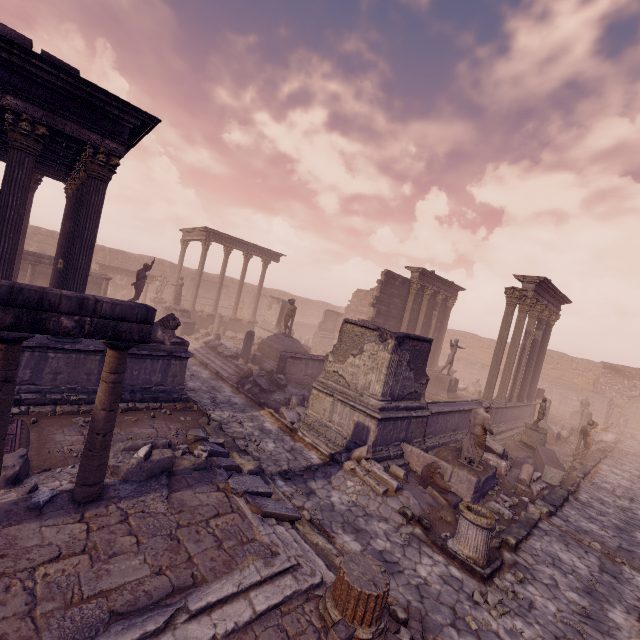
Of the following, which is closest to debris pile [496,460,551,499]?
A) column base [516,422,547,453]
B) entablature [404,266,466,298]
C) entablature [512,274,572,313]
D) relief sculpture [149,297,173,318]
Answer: relief sculpture [149,297,173,318]

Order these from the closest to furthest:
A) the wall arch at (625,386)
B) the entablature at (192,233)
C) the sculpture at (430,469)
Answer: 1. the sculpture at (430,469)
2. the entablature at (192,233)
3. the wall arch at (625,386)

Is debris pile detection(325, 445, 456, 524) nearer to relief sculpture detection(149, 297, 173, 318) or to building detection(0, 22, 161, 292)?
relief sculpture detection(149, 297, 173, 318)

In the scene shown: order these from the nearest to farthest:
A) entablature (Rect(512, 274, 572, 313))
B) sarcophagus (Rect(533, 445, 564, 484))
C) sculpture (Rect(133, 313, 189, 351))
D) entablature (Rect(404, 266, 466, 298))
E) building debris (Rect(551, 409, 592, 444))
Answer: sculpture (Rect(133, 313, 189, 351))
sarcophagus (Rect(533, 445, 564, 484))
entablature (Rect(512, 274, 572, 313))
building debris (Rect(551, 409, 592, 444))
entablature (Rect(404, 266, 466, 298))

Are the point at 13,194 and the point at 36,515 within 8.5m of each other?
yes

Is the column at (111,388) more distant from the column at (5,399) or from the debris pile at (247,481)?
the column at (5,399)

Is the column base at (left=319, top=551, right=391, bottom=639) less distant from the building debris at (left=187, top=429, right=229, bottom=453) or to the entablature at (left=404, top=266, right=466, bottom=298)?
the building debris at (left=187, top=429, right=229, bottom=453)

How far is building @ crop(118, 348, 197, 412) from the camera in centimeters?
915cm
